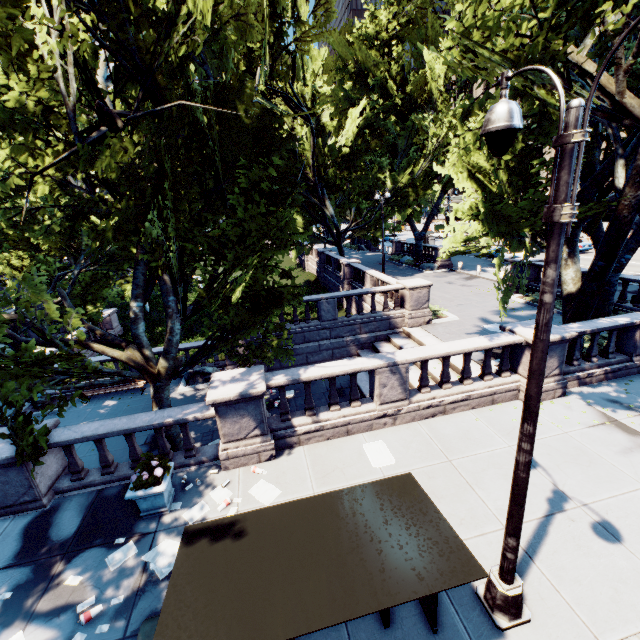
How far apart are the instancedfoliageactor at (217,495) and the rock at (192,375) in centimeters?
899cm

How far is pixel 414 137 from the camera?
29.0m

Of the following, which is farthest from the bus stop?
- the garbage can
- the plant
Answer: the plant

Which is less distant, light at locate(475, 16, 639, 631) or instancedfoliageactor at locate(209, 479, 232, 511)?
light at locate(475, 16, 639, 631)

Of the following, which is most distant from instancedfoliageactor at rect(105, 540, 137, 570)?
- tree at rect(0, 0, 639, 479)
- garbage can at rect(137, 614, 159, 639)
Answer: tree at rect(0, 0, 639, 479)

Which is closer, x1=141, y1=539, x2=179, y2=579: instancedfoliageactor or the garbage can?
the garbage can

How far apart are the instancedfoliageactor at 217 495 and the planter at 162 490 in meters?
0.3 m

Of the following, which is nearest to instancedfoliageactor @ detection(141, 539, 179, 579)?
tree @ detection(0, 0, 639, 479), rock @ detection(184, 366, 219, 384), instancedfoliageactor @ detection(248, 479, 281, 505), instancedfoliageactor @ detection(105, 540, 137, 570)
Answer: instancedfoliageactor @ detection(105, 540, 137, 570)
